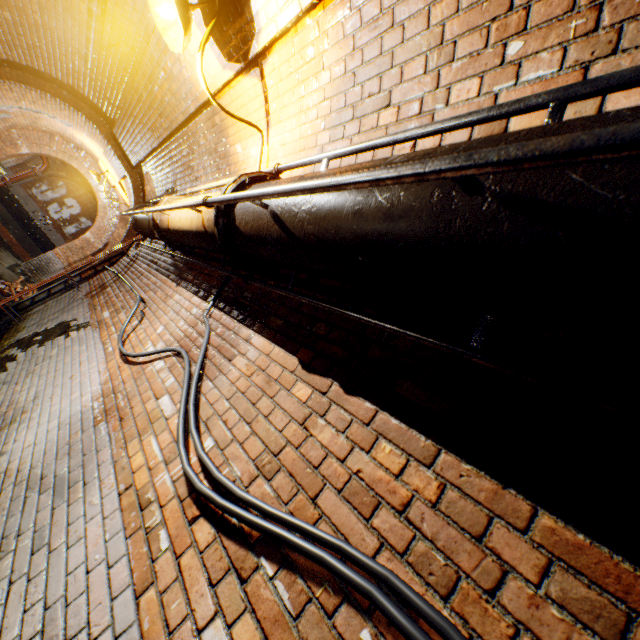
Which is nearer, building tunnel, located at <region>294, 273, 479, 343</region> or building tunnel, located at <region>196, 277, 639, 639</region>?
building tunnel, located at <region>196, 277, 639, 639</region>

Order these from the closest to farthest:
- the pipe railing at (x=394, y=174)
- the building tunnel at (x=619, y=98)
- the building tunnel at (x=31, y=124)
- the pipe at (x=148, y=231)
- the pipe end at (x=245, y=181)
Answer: the pipe railing at (x=394, y=174) < the building tunnel at (x=619, y=98) < the pipe end at (x=245, y=181) < the pipe at (x=148, y=231) < the building tunnel at (x=31, y=124)

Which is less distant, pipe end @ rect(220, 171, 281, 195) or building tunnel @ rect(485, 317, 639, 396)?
building tunnel @ rect(485, 317, 639, 396)

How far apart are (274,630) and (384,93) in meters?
2.5

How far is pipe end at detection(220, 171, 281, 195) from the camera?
1.8m

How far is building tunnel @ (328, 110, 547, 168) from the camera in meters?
1.3

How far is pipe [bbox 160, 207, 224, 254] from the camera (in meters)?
2.17

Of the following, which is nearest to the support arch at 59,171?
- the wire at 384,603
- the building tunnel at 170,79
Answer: the building tunnel at 170,79
